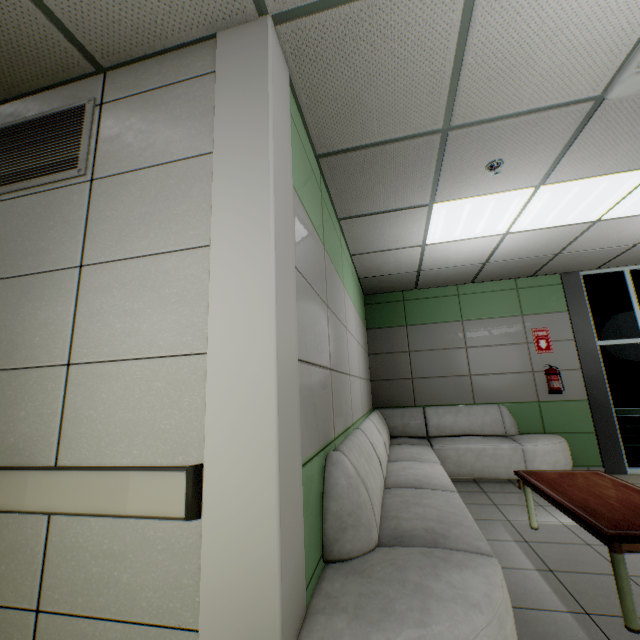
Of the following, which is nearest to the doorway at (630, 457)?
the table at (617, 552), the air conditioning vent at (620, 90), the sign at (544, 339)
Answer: the sign at (544, 339)

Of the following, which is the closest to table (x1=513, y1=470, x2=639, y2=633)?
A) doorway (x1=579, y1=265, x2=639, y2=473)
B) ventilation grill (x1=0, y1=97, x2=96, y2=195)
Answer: doorway (x1=579, y1=265, x2=639, y2=473)

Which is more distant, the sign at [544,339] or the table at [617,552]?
the sign at [544,339]

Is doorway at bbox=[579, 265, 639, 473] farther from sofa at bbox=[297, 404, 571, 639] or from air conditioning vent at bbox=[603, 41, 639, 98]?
air conditioning vent at bbox=[603, 41, 639, 98]

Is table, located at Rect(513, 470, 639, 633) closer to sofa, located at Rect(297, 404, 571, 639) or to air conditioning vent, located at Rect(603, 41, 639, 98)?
sofa, located at Rect(297, 404, 571, 639)

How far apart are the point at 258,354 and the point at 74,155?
1.58m

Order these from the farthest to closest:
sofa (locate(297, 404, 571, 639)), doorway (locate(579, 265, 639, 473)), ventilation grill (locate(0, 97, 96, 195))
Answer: doorway (locate(579, 265, 639, 473)), ventilation grill (locate(0, 97, 96, 195)), sofa (locate(297, 404, 571, 639))

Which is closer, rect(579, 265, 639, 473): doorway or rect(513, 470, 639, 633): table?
rect(513, 470, 639, 633): table
